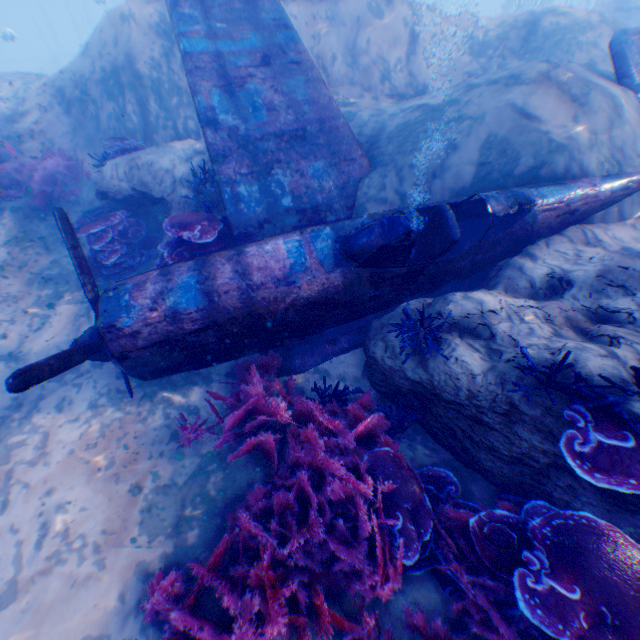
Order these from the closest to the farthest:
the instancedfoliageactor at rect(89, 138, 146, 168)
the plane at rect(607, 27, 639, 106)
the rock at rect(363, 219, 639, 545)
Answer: the rock at rect(363, 219, 639, 545) < the plane at rect(607, 27, 639, 106) < the instancedfoliageactor at rect(89, 138, 146, 168)

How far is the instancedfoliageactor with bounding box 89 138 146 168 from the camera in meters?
6.9 m

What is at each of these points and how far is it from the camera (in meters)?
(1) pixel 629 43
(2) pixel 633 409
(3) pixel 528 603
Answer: (1) plane, 5.29
(2) rock, 2.59
(3) instancedfoliageactor, 2.38

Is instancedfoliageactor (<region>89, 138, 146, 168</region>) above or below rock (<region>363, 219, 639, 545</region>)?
above

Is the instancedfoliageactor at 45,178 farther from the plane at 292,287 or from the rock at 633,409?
the plane at 292,287

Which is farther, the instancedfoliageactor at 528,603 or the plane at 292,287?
the plane at 292,287

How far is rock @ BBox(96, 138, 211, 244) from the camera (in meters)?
6.15

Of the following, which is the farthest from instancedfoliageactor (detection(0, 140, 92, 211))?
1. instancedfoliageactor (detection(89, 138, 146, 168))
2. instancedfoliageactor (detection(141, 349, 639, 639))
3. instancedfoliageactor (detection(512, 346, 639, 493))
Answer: instancedfoliageactor (detection(512, 346, 639, 493))
